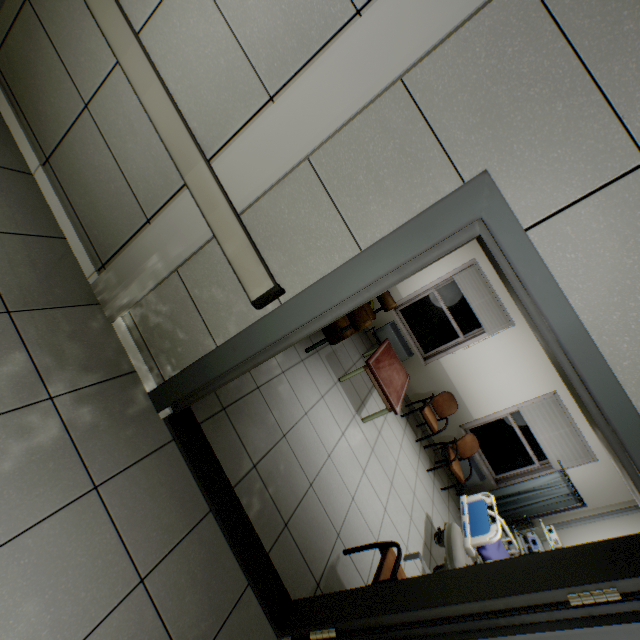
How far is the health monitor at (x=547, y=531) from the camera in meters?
4.8 m

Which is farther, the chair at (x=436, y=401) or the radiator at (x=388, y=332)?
the radiator at (x=388, y=332)

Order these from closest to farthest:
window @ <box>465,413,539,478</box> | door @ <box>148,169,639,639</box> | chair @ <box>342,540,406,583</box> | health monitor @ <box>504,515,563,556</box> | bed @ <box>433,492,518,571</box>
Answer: door @ <box>148,169,639,639</box> → chair @ <box>342,540,406,583</box> → bed @ <box>433,492,518,571</box> → health monitor @ <box>504,515,563,556</box> → window @ <box>465,413,539,478</box>

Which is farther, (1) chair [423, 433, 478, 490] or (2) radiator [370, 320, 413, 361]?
(2) radiator [370, 320, 413, 361]

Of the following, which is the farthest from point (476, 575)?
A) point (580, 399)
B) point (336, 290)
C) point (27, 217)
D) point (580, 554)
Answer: → point (27, 217)

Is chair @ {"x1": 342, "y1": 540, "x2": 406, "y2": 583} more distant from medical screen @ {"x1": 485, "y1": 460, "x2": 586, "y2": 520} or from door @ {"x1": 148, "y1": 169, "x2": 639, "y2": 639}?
medical screen @ {"x1": 485, "y1": 460, "x2": 586, "y2": 520}

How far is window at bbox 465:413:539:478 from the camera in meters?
6.0 m

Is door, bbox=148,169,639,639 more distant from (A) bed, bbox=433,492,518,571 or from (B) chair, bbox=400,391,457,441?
(B) chair, bbox=400,391,457,441
